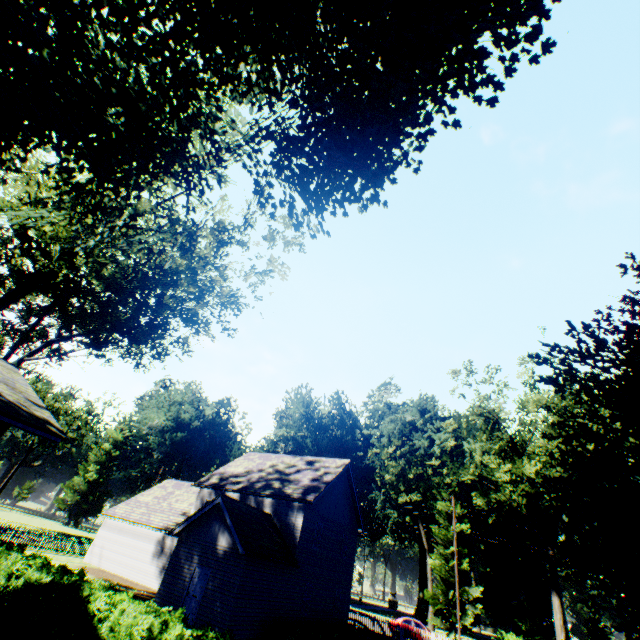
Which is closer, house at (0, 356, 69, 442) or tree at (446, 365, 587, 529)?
house at (0, 356, 69, 442)

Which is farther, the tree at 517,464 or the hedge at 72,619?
the tree at 517,464

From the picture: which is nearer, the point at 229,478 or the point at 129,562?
the point at 129,562

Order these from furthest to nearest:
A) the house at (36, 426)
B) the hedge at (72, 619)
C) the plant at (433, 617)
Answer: the hedge at (72, 619) < the house at (36, 426) < the plant at (433, 617)

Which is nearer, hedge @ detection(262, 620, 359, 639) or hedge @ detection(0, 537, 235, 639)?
hedge @ detection(0, 537, 235, 639)

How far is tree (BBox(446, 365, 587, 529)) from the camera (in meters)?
23.41

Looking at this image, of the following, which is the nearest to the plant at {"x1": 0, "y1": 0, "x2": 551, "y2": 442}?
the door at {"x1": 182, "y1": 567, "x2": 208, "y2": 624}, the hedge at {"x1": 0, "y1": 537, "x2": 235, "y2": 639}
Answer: the hedge at {"x1": 0, "y1": 537, "x2": 235, "y2": 639}

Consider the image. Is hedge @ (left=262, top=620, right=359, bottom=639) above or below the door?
below
